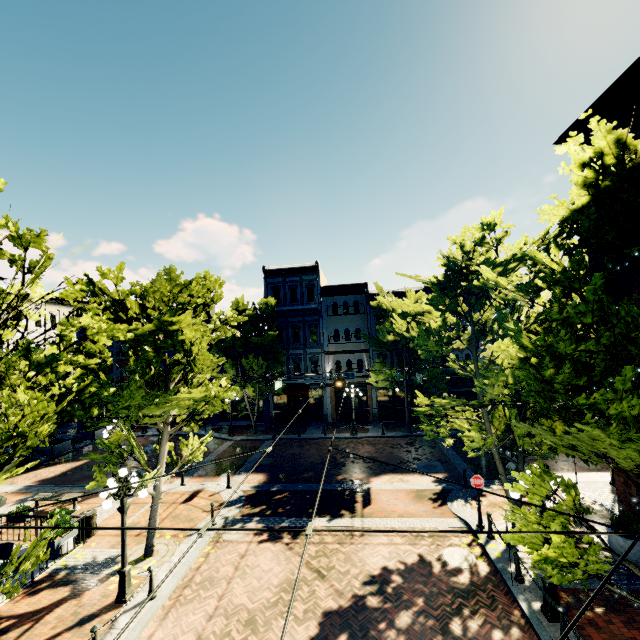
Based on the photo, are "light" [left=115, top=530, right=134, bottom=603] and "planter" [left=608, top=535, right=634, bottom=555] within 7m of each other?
no

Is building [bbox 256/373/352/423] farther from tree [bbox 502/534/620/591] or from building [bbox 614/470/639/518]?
building [bbox 614/470/639/518]

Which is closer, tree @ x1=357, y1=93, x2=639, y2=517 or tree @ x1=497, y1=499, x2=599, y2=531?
tree @ x1=357, y1=93, x2=639, y2=517

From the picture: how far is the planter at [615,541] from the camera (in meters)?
9.34

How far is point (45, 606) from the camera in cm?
926

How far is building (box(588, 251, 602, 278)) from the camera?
10.5 meters

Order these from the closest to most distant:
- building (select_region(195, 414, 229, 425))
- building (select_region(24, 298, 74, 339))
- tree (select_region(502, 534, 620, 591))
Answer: tree (select_region(502, 534, 620, 591)) → building (select_region(195, 414, 229, 425)) → building (select_region(24, 298, 74, 339))

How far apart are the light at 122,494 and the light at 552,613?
10.11m
